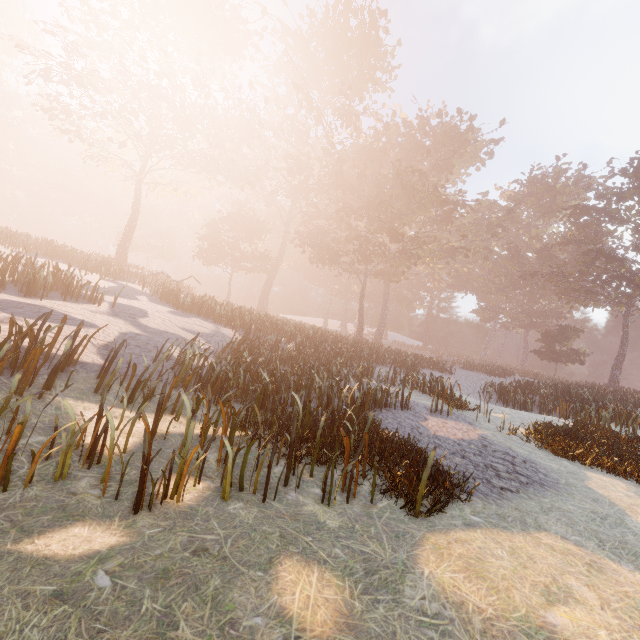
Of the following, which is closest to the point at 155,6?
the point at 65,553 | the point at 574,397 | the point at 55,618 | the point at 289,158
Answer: the point at 289,158
